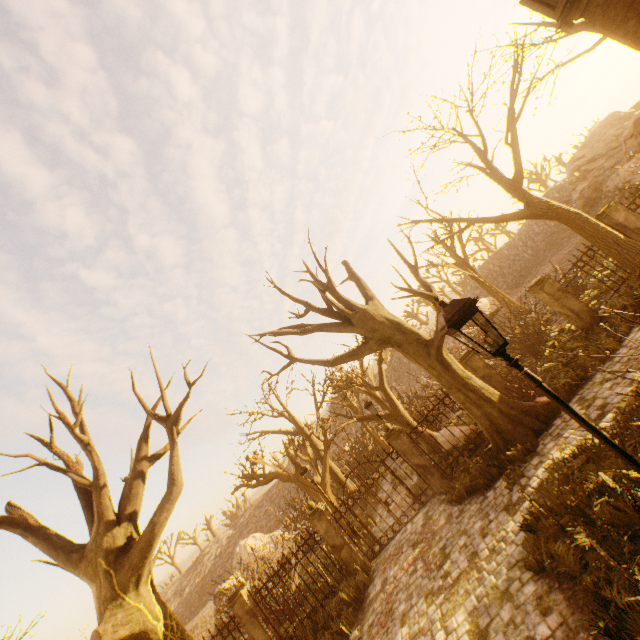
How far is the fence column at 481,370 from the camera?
11.46m

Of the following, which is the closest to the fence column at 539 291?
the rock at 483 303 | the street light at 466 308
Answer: the street light at 466 308

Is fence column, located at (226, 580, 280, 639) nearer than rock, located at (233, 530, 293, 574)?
Yes

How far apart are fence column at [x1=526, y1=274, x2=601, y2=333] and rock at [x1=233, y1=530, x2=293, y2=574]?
22.7 meters

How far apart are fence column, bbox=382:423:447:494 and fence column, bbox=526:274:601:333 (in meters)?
7.13

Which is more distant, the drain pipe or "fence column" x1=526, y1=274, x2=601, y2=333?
"fence column" x1=526, y1=274, x2=601, y2=333

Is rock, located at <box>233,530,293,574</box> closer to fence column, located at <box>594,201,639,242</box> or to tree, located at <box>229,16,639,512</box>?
fence column, located at <box>594,201,639,242</box>

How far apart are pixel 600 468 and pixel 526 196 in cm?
951
